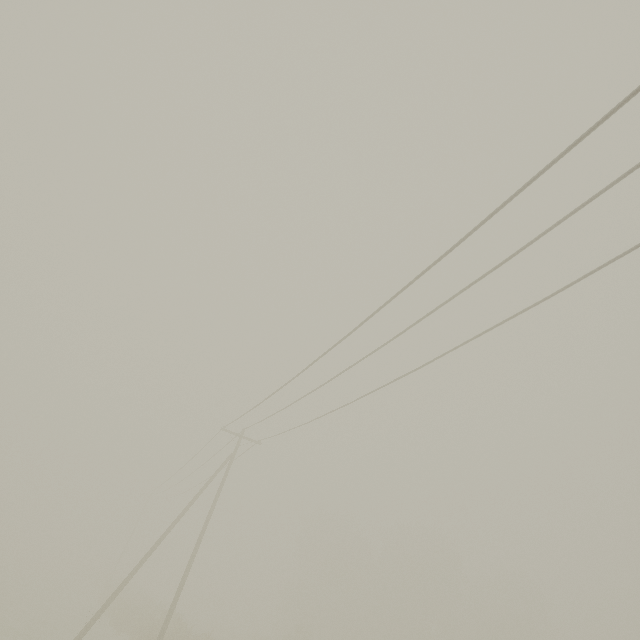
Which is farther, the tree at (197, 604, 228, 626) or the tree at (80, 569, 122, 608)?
the tree at (197, 604, 228, 626)

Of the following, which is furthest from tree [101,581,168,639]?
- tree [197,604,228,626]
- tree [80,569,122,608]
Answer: tree [197,604,228,626]

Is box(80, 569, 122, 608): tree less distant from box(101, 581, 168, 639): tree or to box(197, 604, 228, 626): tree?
box(197, 604, 228, 626): tree

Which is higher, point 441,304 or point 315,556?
point 315,556

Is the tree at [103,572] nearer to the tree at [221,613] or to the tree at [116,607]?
the tree at [221,613]
